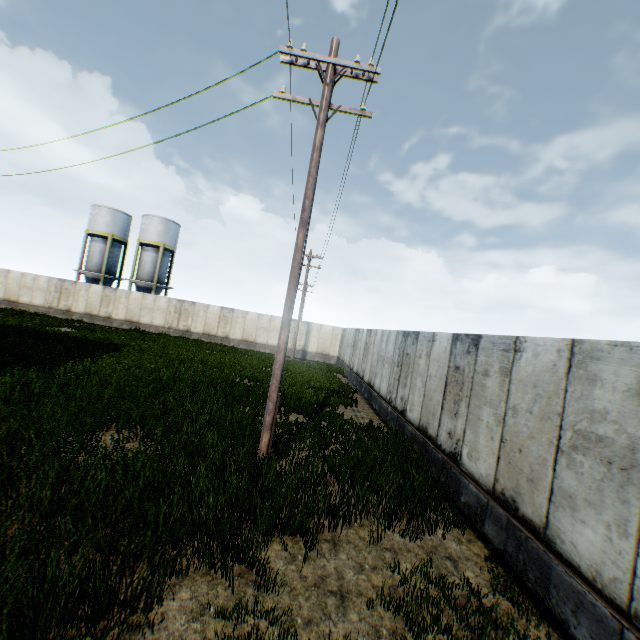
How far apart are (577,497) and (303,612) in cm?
374
